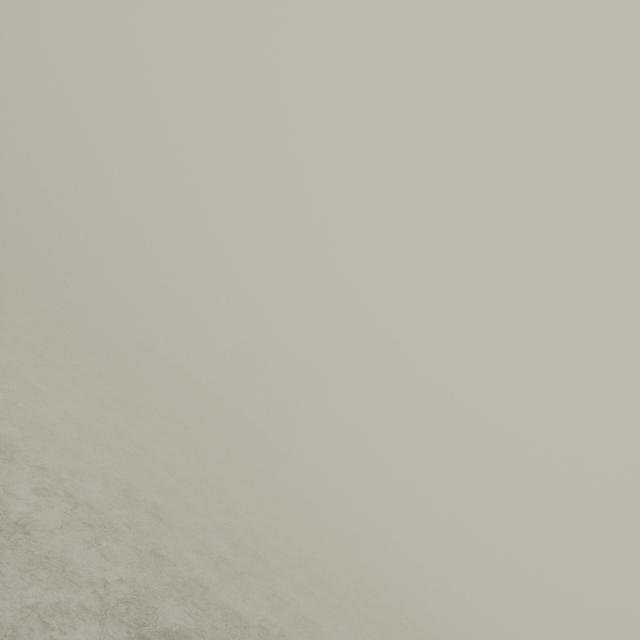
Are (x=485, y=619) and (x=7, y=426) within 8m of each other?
no
